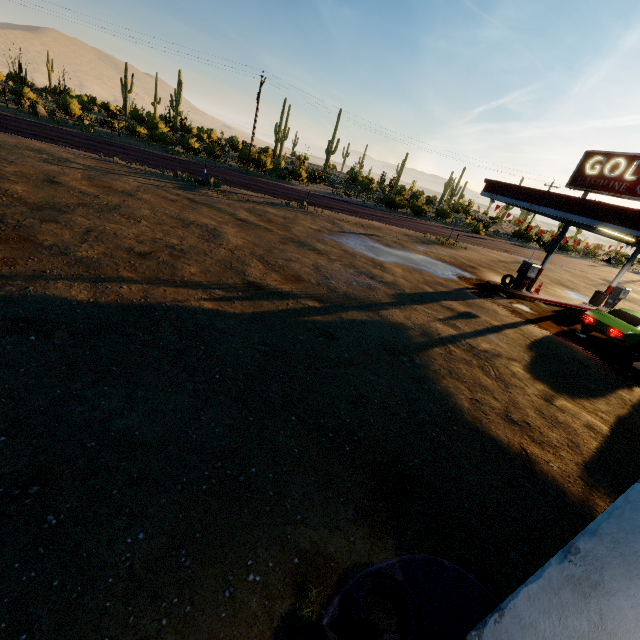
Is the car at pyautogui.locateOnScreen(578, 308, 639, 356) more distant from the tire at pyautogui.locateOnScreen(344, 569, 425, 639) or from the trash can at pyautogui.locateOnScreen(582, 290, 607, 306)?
the tire at pyautogui.locateOnScreen(344, 569, 425, 639)

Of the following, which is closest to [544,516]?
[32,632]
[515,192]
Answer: [32,632]

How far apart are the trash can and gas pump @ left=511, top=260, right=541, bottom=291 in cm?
530

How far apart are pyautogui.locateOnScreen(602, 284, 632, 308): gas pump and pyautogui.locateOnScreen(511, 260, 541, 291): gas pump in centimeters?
742cm

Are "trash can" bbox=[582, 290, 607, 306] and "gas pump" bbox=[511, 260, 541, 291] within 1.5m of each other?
no

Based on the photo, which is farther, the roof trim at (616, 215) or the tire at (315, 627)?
the roof trim at (616, 215)

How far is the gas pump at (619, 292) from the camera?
19.38m

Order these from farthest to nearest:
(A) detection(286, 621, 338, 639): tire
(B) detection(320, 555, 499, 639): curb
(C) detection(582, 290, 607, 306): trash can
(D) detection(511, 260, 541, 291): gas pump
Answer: (C) detection(582, 290, 607, 306): trash can, (D) detection(511, 260, 541, 291): gas pump, (B) detection(320, 555, 499, 639): curb, (A) detection(286, 621, 338, 639): tire
